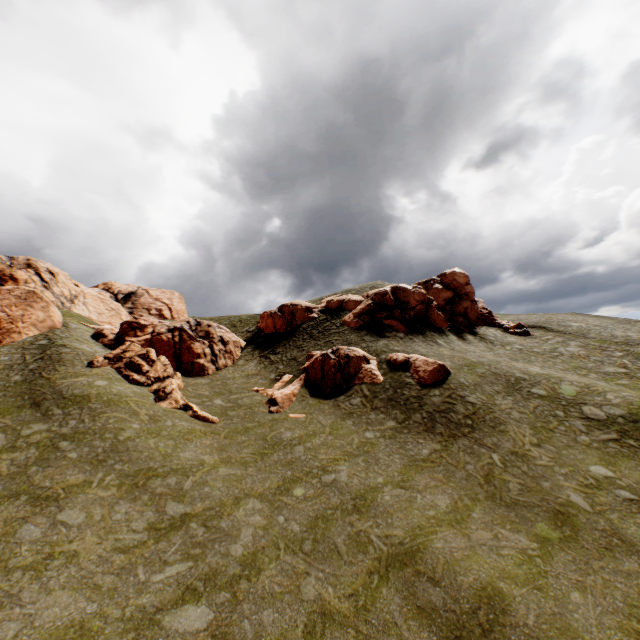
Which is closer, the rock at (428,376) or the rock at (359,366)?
the rock at (428,376)

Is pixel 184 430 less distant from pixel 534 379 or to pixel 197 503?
pixel 197 503

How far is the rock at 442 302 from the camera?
34.8 meters

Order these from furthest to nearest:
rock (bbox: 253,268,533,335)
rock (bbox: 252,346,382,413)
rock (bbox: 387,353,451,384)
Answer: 1. rock (bbox: 253,268,533,335)
2. rock (bbox: 252,346,382,413)
3. rock (bbox: 387,353,451,384)

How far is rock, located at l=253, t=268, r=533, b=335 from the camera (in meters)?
34.78

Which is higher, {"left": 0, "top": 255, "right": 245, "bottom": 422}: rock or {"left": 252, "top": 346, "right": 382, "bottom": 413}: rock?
{"left": 0, "top": 255, "right": 245, "bottom": 422}: rock
